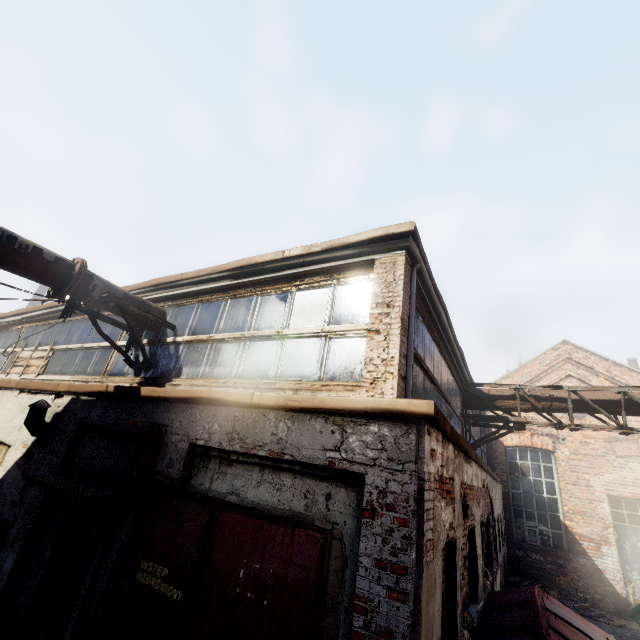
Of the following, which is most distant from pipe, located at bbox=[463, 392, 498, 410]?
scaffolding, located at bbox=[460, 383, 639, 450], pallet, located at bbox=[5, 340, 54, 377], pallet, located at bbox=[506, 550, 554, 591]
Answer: pallet, located at bbox=[5, 340, 54, 377]

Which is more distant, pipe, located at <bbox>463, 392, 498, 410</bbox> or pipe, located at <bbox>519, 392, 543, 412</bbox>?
Result: pipe, located at <bbox>463, 392, 498, 410</bbox>

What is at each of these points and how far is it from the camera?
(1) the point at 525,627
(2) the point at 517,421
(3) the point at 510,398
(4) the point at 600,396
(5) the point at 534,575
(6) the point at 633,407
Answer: (1) trash container, 4.4m
(2) scaffolding, 8.3m
(3) pipe, 8.8m
(4) pipe, 8.0m
(5) pallet, 11.9m
(6) pipe, 7.6m

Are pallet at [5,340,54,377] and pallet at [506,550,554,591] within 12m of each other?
no

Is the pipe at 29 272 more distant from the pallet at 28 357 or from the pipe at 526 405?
the pipe at 526 405

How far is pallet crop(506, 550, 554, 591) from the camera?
11.2m

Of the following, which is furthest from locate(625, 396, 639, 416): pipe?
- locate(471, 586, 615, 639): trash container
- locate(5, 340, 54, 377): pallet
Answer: locate(5, 340, 54, 377): pallet

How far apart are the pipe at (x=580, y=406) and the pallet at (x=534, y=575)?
7.58m
